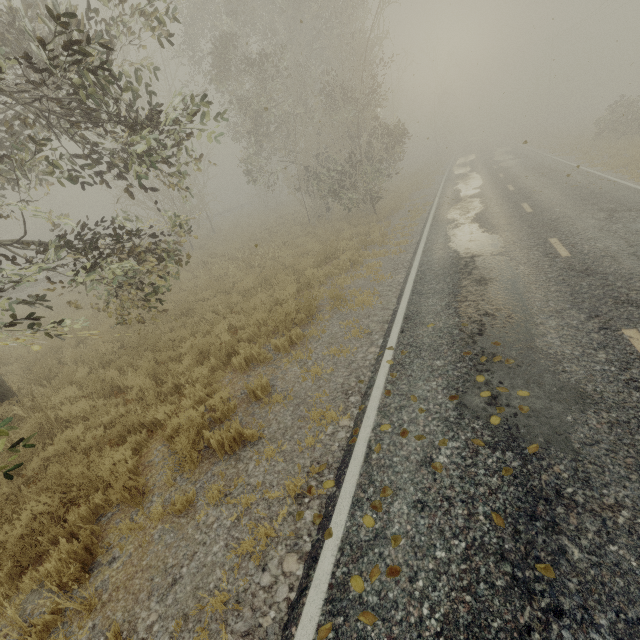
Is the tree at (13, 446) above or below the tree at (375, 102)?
below

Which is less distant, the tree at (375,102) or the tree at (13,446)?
the tree at (13,446)

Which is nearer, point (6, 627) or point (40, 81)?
point (6, 627)

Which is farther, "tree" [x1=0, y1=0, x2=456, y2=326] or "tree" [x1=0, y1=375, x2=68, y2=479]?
"tree" [x1=0, y1=0, x2=456, y2=326]

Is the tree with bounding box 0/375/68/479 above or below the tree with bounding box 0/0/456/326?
below
